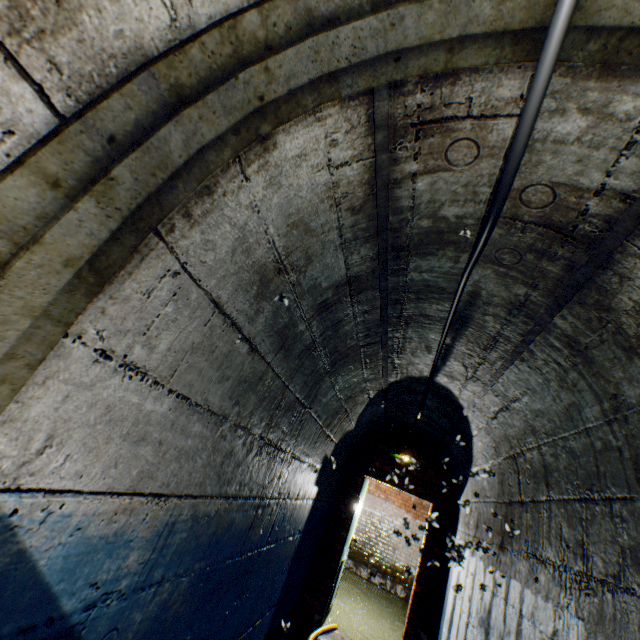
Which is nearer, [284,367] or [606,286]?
[606,286]
